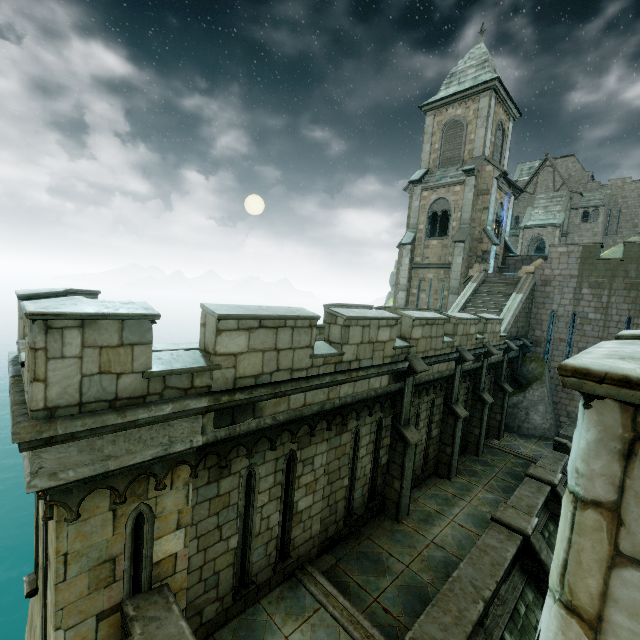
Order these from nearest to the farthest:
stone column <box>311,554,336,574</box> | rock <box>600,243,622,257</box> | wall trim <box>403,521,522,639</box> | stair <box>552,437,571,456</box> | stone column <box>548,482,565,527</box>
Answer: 1. wall trim <box>403,521,522,639</box>
2. stone column <box>311,554,336,574</box>
3. stone column <box>548,482,565,527</box>
4. stair <box>552,437,571,456</box>
5. rock <box>600,243,622,257</box>

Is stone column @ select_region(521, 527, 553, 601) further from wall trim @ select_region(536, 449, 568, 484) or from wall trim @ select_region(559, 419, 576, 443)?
wall trim @ select_region(559, 419, 576, 443)

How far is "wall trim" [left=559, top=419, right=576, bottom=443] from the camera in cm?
1528

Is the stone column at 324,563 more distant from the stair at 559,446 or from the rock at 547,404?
the rock at 547,404

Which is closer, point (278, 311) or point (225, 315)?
point (225, 315)

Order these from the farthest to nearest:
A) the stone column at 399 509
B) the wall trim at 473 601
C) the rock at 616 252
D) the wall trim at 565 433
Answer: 1. the rock at 616 252
2. the wall trim at 565 433
3. the stone column at 399 509
4. the wall trim at 473 601

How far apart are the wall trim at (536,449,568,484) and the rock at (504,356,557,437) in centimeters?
357cm

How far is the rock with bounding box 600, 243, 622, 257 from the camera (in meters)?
34.78
